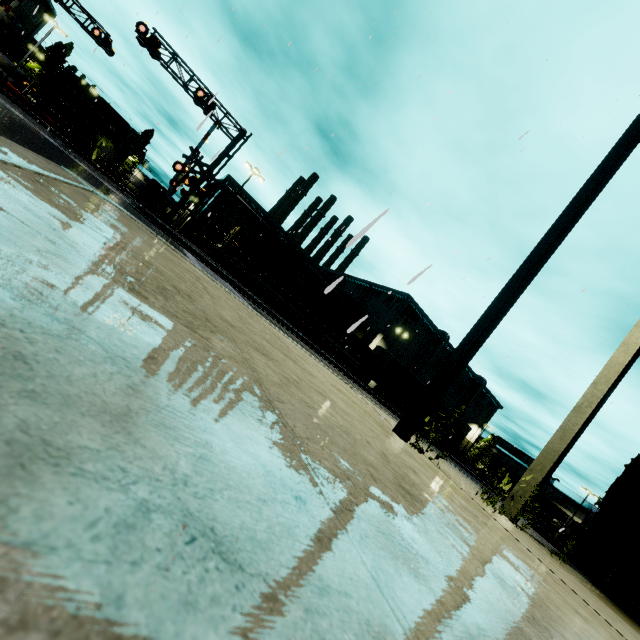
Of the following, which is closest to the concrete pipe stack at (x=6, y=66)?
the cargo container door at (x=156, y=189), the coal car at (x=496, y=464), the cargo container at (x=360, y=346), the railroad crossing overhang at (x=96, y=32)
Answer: the cargo container at (x=360, y=346)

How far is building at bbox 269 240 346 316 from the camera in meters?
45.7

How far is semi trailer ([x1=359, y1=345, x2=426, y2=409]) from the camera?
27.8 meters

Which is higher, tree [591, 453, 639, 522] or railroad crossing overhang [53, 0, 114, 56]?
railroad crossing overhang [53, 0, 114, 56]

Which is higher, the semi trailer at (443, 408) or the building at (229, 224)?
the building at (229, 224)

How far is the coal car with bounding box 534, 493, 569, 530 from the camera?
49.7m

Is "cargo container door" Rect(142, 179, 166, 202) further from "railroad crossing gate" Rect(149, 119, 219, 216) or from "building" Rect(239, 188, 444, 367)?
"building" Rect(239, 188, 444, 367)

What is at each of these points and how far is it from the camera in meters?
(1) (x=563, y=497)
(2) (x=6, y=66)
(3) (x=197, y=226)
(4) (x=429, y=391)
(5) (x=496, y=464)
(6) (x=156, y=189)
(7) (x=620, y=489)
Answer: (1) building, 58.5
(2) concrete pipe stack, 43.5
(3) building, 44.8
(4) light, 4.2
(5) coal car, 52.9
(6) cargo container door, 41.6
(7) tree, 8.9
